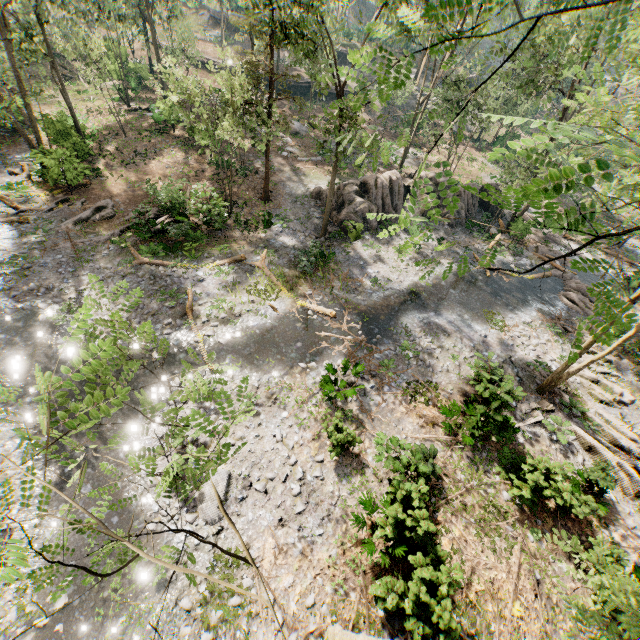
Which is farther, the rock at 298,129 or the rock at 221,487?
the rock at 298,129

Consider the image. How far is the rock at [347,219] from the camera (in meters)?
24.50

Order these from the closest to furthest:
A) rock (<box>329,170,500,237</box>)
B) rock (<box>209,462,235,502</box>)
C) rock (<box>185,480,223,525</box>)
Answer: rock (<box>185,480,223,525</box>), rock (<box>209,462,235,502</box>), rock (<box>329,170,500,237</box>)

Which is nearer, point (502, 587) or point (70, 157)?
point (502, 587)

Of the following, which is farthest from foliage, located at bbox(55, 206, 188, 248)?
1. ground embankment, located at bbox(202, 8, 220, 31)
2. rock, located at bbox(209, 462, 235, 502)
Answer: rock, located at bbox(209, 462, 235, 502)

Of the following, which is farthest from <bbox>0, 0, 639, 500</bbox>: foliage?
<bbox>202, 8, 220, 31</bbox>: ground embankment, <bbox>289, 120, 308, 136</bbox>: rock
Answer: <bbox>289, 120, 308, 136</bbox>: rock

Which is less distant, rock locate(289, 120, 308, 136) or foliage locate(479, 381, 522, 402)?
foliage locate(479, 381, 522, 402)

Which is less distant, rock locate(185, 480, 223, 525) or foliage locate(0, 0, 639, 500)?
foliage locate(0, 0, 639, 500)
